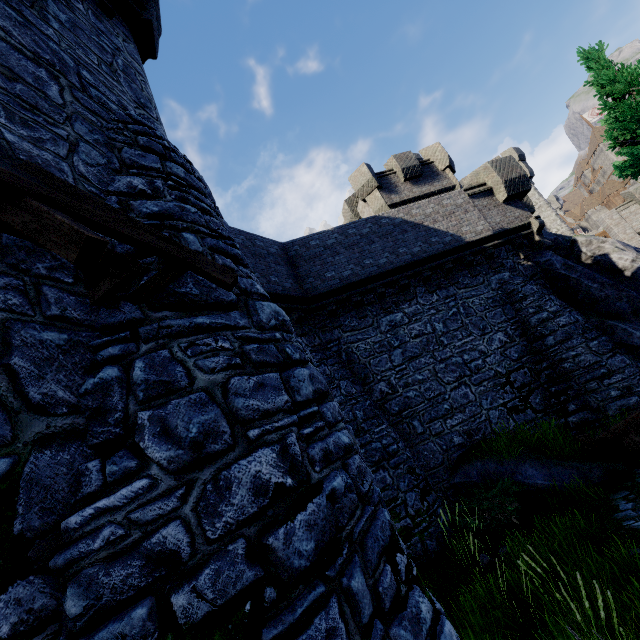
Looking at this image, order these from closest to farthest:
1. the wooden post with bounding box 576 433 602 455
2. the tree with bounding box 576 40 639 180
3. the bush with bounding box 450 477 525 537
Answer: the bush with bounding box 450 477 525 537
the wooden post with bounding box 576 433 602 455
the tree with bounding box 576 40 639 180

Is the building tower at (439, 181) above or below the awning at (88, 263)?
above

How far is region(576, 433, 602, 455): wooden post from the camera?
8.2m

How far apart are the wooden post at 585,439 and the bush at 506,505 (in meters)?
2.03

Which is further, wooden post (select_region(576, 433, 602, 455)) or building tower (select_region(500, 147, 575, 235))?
building tower (select_region(500, 147, 575, 235))

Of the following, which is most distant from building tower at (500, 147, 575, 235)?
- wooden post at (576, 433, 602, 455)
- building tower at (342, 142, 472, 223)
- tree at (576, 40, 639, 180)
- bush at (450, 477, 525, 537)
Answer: bush at (450, 477, 525, 537)

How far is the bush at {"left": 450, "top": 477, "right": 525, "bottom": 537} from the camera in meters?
7.4

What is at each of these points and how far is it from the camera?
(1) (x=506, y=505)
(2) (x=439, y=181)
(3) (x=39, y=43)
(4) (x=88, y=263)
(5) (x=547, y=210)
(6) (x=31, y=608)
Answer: (1) bush, 8.1m
(2) building tower, 19.8m
(3) building, 4.5m
(4) awning, 1.9m
(5) building tower, 33.2m
(6) building, 1.8m
